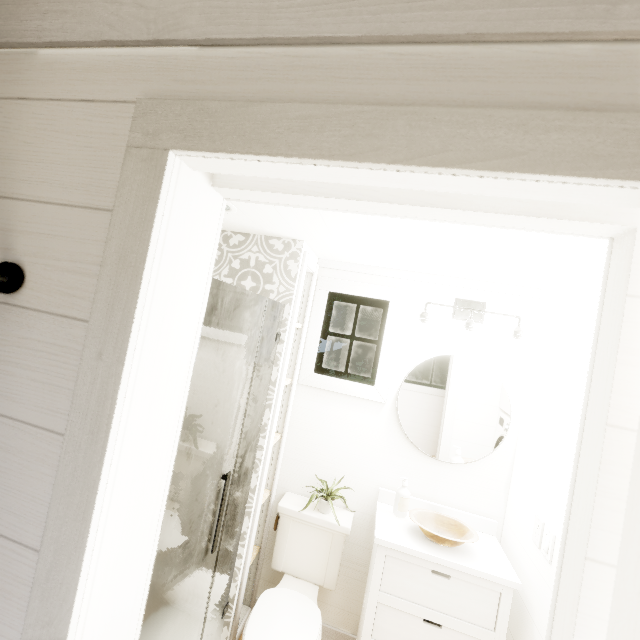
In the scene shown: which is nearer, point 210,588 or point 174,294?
point 174,294
